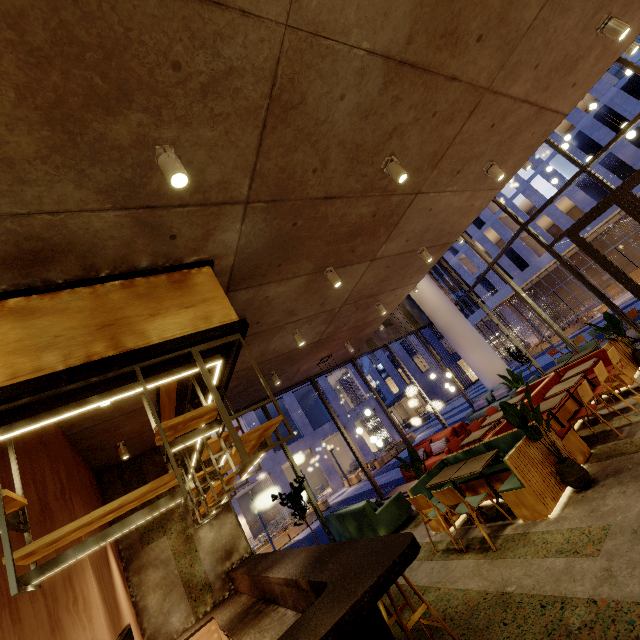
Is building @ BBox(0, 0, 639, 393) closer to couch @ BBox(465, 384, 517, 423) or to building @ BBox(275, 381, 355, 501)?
couch @ BBox(465, 384, 517, 423)

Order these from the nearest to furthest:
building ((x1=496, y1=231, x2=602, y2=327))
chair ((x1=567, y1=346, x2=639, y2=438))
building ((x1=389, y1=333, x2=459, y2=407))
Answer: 1. chair ((x1=567, y1=346, x2=639, y2=438))
2. building ((x1=496, y1=231, x2=602, y2=327))
3. building ((x1=389, y1=333, x2=459, y2=407))

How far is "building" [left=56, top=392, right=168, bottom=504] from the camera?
5.4 meters

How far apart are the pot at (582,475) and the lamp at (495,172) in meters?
4.5 m

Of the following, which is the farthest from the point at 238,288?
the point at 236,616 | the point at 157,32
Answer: the point at 236,616

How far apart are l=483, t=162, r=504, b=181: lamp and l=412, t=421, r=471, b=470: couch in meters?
6.6 m

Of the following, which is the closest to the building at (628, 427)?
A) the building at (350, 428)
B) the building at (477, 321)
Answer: the building at (350, 428)

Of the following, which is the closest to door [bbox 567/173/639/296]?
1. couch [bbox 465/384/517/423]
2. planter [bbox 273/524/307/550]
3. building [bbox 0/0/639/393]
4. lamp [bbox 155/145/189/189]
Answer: building [bbox 0/0/639/393]
